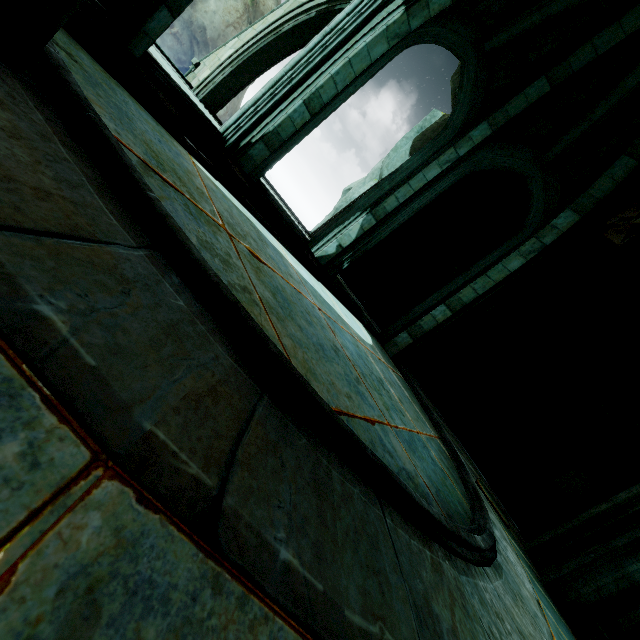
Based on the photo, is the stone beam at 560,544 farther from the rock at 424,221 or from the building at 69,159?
the rock at 424,221

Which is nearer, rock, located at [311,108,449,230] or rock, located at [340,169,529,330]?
rock, located at [340,169,529,330]

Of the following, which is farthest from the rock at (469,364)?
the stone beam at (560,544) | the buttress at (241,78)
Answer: the stone beam at (560,544)

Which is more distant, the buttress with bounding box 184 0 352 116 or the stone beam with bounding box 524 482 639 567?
the buttress with bounding box 184 0 352 116

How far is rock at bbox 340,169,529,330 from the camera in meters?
10.7

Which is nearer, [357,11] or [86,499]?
[86,499]

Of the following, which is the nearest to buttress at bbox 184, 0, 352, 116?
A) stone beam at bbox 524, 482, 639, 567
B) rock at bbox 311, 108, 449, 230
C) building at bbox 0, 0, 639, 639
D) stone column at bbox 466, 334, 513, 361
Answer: building at bbox 0, 0, 639, 639

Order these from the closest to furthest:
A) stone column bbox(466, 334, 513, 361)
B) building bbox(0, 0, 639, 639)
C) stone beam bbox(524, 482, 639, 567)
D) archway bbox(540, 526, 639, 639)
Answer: building bbox(0, 0, 639, 639), archway bbox(540, 526, 639, 639), stone beam bbox(524, 482, 639, 567), stone column bbox(466, 334, 513, 361)
